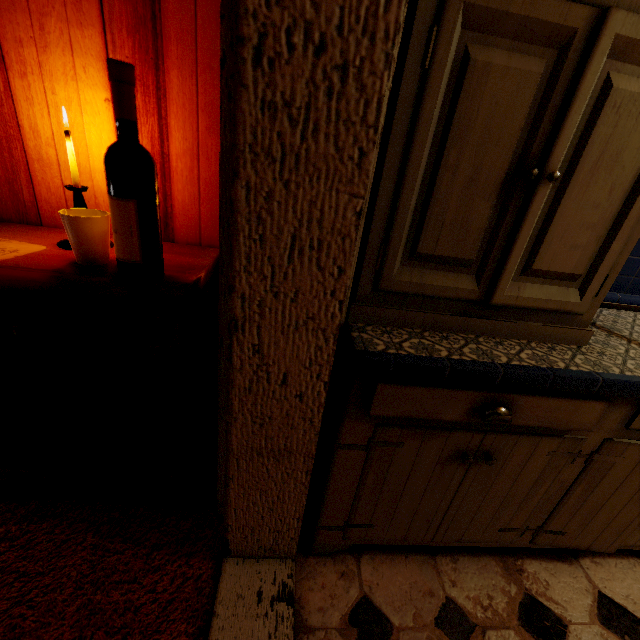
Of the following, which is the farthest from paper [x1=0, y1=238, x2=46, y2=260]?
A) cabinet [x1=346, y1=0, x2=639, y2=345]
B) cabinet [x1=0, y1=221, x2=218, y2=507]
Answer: cabinet [x1=346, y1=0, x2=639, y2=345]

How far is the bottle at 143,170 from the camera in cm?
68

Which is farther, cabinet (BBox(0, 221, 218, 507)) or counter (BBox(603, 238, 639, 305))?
counter (BBox(603, 238, 639, 305))

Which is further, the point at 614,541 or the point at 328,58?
the point at 614,541

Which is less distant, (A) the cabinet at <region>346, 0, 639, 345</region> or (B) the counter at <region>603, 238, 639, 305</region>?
(A) the cabinet at <region>346, 0, 639, 345</region>

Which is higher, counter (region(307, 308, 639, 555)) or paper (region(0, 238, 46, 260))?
paper (region(0, 238, 46, 260))

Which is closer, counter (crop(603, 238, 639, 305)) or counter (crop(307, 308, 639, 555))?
counter (crop(307, 308, 639, 555))

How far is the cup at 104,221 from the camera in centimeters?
83cm
